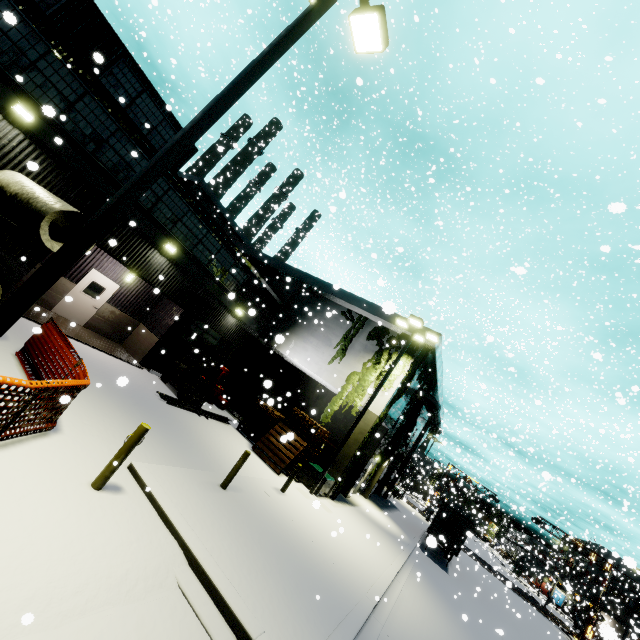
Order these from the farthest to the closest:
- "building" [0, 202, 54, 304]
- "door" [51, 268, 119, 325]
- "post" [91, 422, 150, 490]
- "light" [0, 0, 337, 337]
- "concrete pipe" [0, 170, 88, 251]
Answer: "door" [51, 268, 119, 325] → "building" [0, 202, 54, 304] → "concrete pipe" [0, 170, 88, 251] → "post" [91, 422, 150, 490] → "light" [0, 0, 337, 337]

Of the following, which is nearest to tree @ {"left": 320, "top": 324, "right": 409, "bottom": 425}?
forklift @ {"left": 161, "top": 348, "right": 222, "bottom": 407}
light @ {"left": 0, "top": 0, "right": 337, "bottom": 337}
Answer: light @ {"left": 0, "top": 0, "right": 337, "bottom": 337}

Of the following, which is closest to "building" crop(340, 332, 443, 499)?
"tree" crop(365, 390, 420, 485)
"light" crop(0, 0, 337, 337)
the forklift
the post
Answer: "tree" crop(365, 390, 420, 485)

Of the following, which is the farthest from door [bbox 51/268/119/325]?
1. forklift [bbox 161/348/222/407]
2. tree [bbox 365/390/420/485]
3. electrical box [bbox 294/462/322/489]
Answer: tree [bbox 365/390/420/485]

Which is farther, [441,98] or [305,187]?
[441,98]

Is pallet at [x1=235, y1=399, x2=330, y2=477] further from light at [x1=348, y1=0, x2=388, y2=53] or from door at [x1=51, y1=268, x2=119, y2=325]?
light at [x1=348, y1=0, x2=388, y2=53]

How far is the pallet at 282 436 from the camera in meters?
15.3 m

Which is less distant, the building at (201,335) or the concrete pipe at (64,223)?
the concrete pipe at (64,223)
